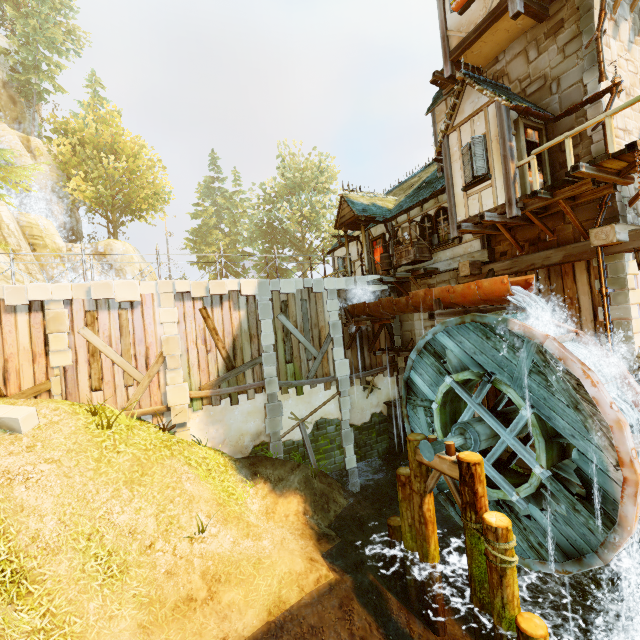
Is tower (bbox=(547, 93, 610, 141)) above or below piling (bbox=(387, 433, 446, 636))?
above

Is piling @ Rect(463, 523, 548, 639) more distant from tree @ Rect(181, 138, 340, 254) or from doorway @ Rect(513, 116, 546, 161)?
tree @ Rect(181, 138, 340, 254)

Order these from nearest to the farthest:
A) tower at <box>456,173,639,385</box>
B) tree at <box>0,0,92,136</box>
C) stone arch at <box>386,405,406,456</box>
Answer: tower at <box>456,173,639,385</box>, stone arch at <box>386,405,406,456</box>, tree at <box>0,0,92,136</box>

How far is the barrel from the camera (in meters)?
15.09

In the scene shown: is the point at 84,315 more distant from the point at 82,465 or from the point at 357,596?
the point at 357,596

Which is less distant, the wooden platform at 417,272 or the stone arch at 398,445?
the wooden platform at 417,272

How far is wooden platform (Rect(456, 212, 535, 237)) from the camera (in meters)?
9.06

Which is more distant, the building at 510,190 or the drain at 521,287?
the building at 510,190
